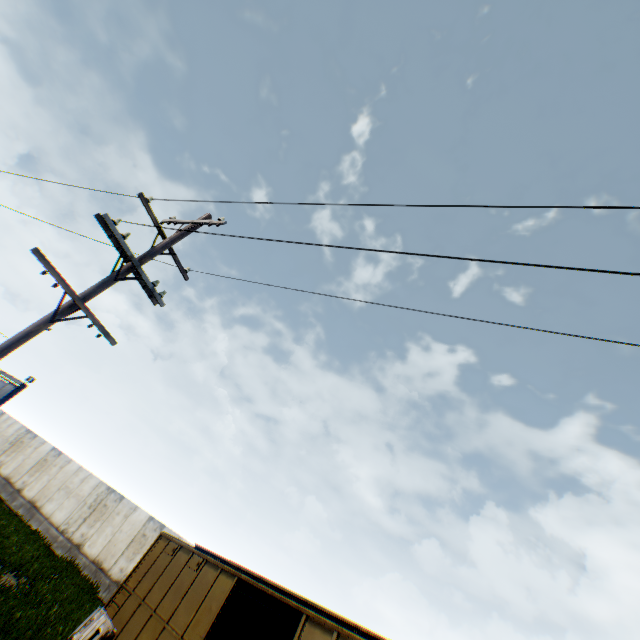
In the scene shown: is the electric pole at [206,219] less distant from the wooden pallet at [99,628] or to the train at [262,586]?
the train at [262,586]

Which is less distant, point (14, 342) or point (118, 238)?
point (14, 342)

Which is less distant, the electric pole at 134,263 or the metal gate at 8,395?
the electric pole at 134,263

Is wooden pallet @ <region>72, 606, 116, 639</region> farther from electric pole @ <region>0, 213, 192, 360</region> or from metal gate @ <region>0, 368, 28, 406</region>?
metal gate @ <region>0, 368, 28, 406</region>

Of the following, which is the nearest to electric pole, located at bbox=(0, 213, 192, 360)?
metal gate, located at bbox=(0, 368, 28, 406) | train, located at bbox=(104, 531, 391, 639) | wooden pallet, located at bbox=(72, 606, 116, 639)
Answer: train, located at bbox=(104, 531, 391, 639)

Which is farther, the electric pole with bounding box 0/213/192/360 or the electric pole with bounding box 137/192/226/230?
the electric pole with bounding box 137/192/226/230

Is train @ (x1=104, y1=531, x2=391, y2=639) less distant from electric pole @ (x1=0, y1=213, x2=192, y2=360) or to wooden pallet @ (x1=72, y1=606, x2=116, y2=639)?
wooden pallet @ (x1=72, y1=606, x2=116, y2=639)

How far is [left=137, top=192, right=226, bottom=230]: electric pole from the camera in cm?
735
